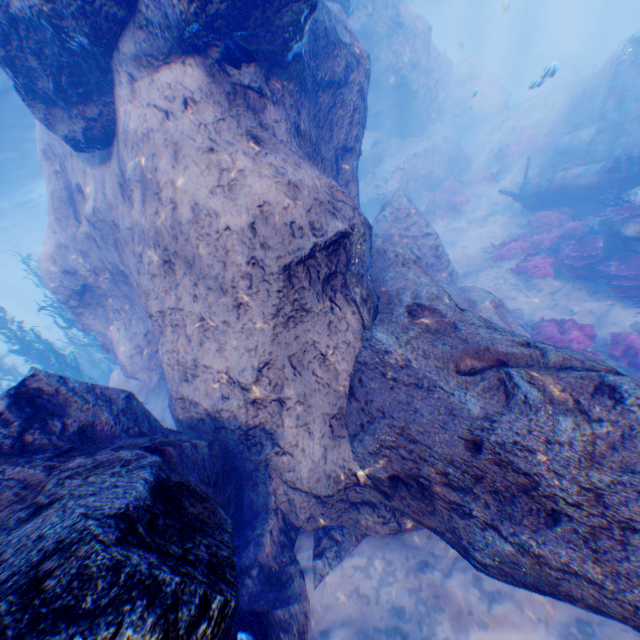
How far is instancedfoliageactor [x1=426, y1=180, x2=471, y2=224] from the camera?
17.94m

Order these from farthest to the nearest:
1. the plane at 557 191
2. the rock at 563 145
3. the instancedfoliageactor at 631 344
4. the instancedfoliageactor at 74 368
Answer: the rock at 563 145, the instancedfoliageactor at 74 368, the plane at 557 191, the instancedfoliageactor at 631 344

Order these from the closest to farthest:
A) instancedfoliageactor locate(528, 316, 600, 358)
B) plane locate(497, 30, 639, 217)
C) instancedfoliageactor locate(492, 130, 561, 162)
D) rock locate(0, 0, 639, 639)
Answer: rock locate(0, 0, 639, 639)
instancedfoliageactor locate(528, 316, 600, 358)
plane locate(497, 30, 639, 217)
instancedfoliageactor locate(492, 130, 561, 162)

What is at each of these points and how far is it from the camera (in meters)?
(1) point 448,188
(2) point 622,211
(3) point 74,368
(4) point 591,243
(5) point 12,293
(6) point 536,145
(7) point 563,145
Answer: (1) instancedfoliageactor, 19.94
(2) instancedfoliageactor, 9.41
(3) instancedfoliageactor, 12.66
(4) instancedfoliageactor, 10.04
(5) submarine, 56.09
(6) instancedfoliageactor, 18.05
(7) rock, 15.47

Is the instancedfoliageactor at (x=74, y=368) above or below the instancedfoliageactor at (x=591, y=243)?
above

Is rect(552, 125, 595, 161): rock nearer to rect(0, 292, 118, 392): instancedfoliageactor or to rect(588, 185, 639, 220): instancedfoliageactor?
rect(588, 185, 639, 220): instancedfoliageactor

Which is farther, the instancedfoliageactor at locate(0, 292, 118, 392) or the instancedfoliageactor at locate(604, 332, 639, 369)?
the instancedfoliageactor at locate(0, 292, 118, 392)

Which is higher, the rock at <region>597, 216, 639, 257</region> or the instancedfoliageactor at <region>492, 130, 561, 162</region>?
the instancedfoliageactor at <region>492, 130, 561, 162</region>
